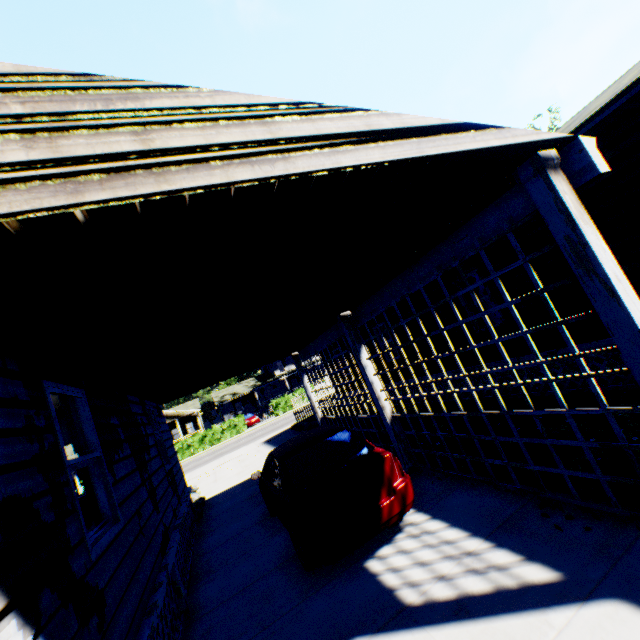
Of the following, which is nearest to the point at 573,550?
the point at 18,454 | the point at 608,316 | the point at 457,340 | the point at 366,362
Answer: the point at 608,316

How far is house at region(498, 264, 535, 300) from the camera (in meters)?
7.34

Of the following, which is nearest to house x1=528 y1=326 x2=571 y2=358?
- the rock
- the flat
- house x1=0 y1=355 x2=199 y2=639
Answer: house x1=0 y1=355 x2=199 y2=639

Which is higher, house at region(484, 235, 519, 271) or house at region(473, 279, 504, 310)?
house at region(484, 235, 519, 271)

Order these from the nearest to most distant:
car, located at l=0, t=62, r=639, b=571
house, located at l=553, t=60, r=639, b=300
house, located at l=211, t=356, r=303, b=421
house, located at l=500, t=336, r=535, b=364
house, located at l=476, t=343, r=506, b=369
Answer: car, located at l=0, t=62, r=639, b=571 → house, located at l=553, t=60, r=639, b=300 → house, located at l=500, t=336, r=535, b=364 → house, located at l=476, t=343, r=506, b=369 → house, located at l=211, t=356, r=303, b=421

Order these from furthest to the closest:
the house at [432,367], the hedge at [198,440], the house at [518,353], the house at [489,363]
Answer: the hedge at [198,440], the house at [432,367], the house at [489,363], the house at [518,353]

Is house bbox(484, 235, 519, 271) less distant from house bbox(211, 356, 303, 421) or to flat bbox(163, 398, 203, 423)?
flat bbox(163, 398, 203, 423)

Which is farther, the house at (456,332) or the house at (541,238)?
the house at (456,332)
